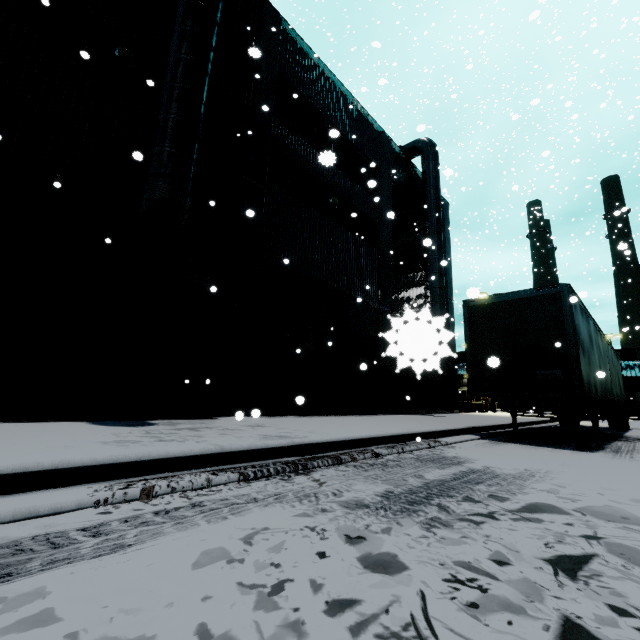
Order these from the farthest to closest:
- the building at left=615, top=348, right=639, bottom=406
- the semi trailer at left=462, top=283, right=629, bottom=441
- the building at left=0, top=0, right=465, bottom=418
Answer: the building at left=615, top=348, right=639, bottom=406, the semi trailer at left=462, top=283, right=629, bottom=441, the building at left=0, top=0, right=465, bottom=418

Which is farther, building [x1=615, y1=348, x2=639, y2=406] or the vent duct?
building [x1=615, y1=348, x2=639, y2=406]

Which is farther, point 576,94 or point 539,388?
point 576,94

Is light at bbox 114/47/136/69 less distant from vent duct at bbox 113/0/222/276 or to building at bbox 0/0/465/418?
building at bbox 0/0/465/418

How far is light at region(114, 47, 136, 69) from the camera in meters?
7.9

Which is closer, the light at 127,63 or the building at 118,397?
the building at 118,397

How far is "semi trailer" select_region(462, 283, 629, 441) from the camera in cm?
786

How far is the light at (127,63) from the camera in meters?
7.9
